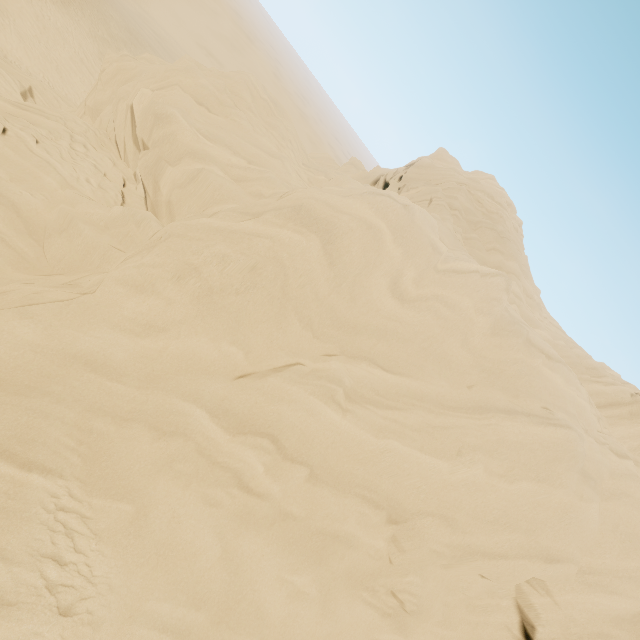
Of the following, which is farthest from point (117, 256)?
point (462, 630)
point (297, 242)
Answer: point (462, 630)
